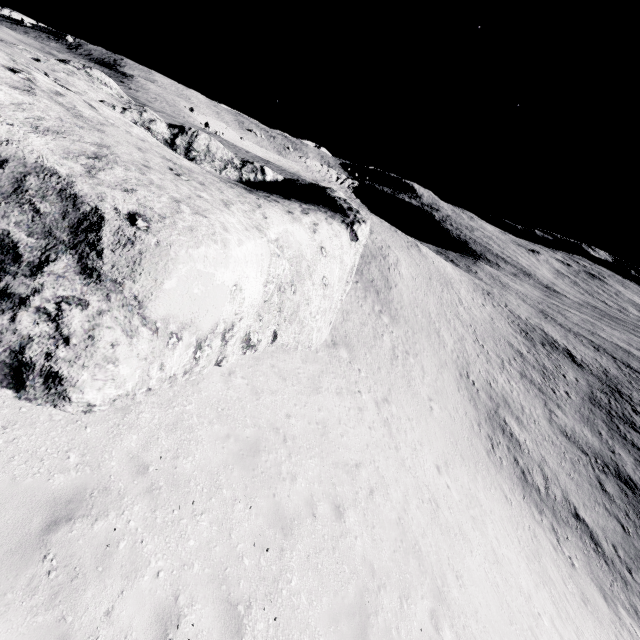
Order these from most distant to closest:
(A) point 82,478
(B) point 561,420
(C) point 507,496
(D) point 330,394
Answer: →
(B) point 561,420
(C) point 507,496
(D) point 330,394
(A) point 82,478
